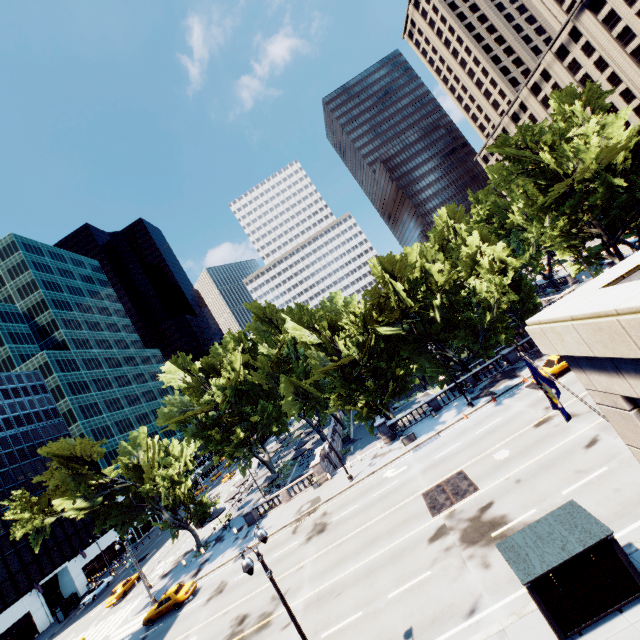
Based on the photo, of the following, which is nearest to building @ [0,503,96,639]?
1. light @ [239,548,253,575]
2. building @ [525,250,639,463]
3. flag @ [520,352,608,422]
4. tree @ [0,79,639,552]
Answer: tree @ [0,79,639,552]

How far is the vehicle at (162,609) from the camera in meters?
29.3 m

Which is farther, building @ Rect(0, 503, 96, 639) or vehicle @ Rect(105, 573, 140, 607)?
building @ Rect(0, 503, 96, 639)

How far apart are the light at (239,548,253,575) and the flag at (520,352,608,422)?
11.93m

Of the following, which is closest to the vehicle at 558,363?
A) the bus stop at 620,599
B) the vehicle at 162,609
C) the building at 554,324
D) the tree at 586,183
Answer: the tree at 586,183

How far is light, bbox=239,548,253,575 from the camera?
11.41m

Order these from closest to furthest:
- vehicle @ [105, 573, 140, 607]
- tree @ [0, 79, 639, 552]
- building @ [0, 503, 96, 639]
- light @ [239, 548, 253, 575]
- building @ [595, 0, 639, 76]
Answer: light @ [239, 548, 253, 575] < tree @ [0, 79, 639, 552] < vehicle @ [105, 573, 140, 607] < building @ [0, 503, 96, 639] < building @ [595, 0, 639, 76]

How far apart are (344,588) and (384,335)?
24.0 meters
